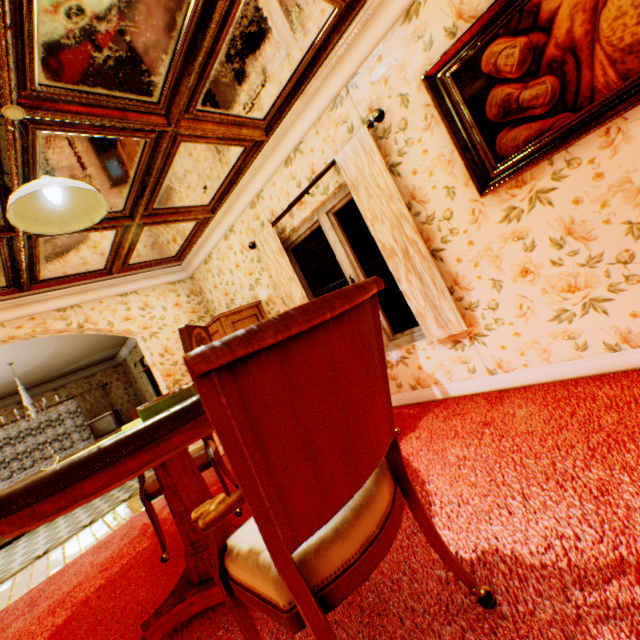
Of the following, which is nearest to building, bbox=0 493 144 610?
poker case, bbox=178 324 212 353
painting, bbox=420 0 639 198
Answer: painting, bbox=420 0 639 198

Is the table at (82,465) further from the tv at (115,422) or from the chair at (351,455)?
the tv at (115,422)

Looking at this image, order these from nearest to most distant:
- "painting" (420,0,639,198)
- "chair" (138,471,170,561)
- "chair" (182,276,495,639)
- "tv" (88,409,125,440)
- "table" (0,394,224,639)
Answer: "chair" (182,276,495,639) < "table" (0,394,224,639) < "painting" (420,0,639,198) < "chair" (138,471,170,561) < "tv" (88,409,125,440)

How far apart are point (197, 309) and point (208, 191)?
2.42m

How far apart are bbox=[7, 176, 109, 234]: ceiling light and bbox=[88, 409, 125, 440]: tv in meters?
8.6 m

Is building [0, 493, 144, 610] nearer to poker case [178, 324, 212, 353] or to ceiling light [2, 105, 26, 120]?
poker case [178, 324, 212, 353]

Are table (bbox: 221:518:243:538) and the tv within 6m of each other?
no

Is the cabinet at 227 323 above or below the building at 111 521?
above
